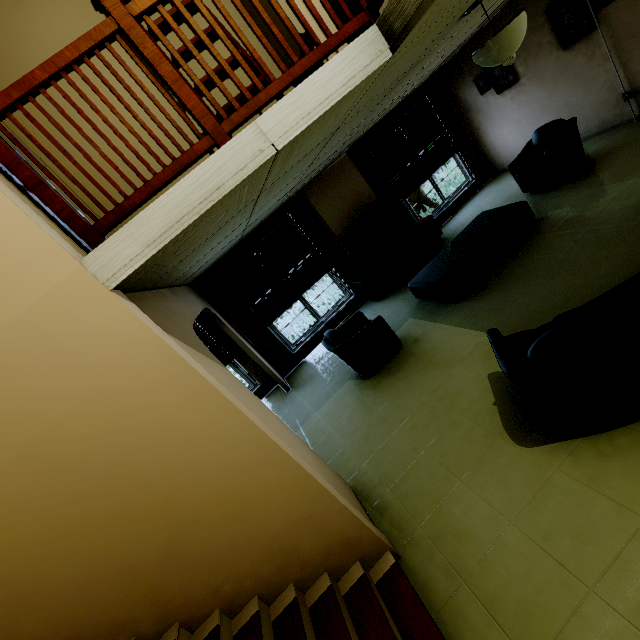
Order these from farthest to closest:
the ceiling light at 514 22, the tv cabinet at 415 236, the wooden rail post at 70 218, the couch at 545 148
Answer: the tv cabinet at 415 236
the couch at 545 148
the ceiling light at 514 22
the wooden rail post at 70 218

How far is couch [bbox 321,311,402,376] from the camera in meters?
4.5

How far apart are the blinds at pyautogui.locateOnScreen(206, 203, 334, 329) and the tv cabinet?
0.59m

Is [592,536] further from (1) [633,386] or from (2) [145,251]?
(2) [145,251]

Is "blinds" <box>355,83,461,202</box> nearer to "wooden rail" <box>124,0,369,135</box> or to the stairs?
"wooden rail" <box>124,0,369,135</box>

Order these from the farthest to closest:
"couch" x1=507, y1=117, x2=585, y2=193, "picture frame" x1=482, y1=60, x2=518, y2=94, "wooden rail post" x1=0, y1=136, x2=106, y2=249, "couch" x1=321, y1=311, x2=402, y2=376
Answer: "picture frame" x1=482, y1=60, x2=518, y2=94 < "couch" x1=507, y1=117, x2=585, y2=193 < "couch" x1=321, y1=311, x2=402, y2=376 < "wooden rail post" x1=0, y1=136, x2=106, y2=249

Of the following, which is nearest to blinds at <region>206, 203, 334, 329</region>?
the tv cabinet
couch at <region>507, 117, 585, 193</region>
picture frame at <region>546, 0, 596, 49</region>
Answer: the tv cabinet

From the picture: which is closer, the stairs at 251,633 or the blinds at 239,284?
the stairs at 251,633
